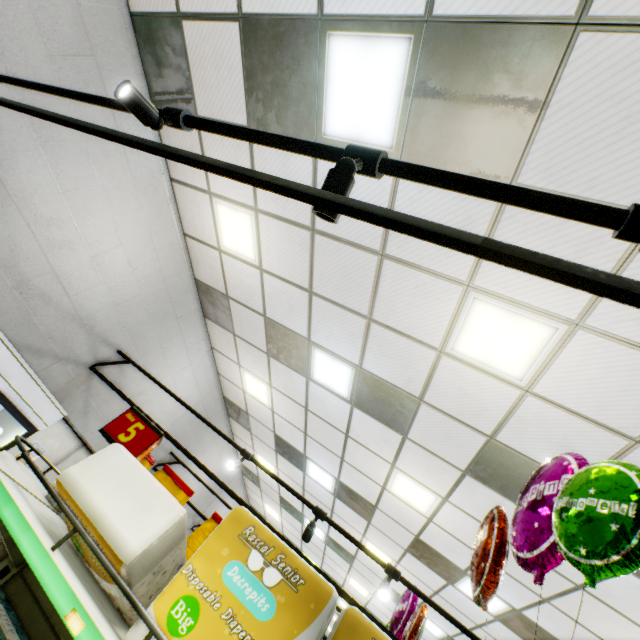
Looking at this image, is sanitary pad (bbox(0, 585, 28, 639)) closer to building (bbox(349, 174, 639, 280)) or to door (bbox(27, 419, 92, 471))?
building (bbox(349, 174, 639, 280))

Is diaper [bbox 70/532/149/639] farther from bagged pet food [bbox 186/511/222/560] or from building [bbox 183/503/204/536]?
building [bbox 183/503/204/536]

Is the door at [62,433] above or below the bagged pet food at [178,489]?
below

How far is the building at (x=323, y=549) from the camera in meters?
6.1

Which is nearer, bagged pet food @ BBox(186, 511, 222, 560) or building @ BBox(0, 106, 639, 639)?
bagged pet food @ BBox(186, 511, 222, 560)

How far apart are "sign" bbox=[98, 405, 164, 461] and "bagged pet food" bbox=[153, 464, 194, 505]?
0.1 meters

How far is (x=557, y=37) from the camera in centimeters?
188cm

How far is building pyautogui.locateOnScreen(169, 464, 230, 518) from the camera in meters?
8.1 m
